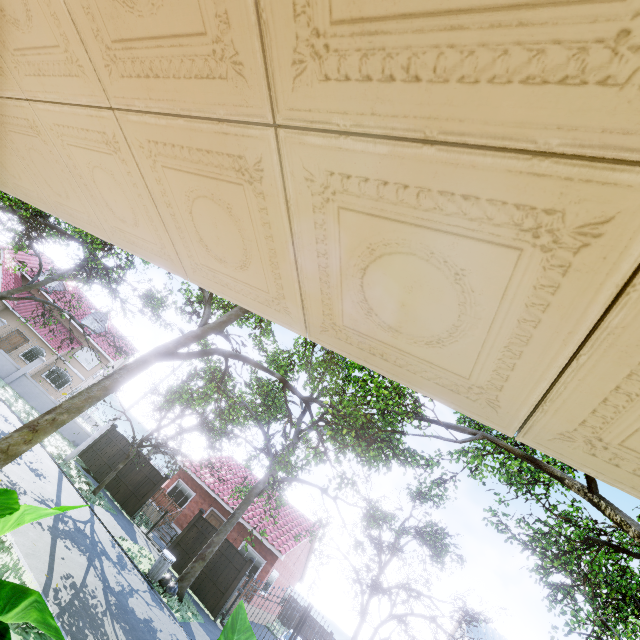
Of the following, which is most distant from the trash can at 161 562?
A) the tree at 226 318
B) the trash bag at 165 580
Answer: the tree at 226 318

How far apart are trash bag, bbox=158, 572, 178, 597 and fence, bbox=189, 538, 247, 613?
2.81m

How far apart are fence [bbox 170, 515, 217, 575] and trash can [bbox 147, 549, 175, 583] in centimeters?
340cm

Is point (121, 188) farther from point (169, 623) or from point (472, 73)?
point (169, 623)

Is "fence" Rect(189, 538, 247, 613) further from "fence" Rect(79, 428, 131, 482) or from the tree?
"fence" Rect(79, 428, 131, 482)

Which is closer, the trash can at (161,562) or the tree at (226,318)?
the tree at (226,318)

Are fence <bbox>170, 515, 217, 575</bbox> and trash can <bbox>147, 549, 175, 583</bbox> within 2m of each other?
no
